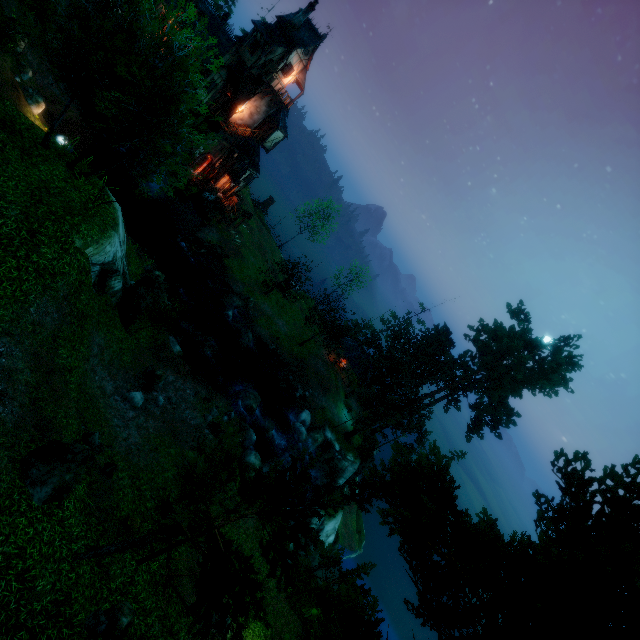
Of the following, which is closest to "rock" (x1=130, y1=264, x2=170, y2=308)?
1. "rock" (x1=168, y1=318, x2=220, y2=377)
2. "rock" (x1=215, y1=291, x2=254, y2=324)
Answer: "rock" (x1=168, y1=318, x2=220, y2=377)

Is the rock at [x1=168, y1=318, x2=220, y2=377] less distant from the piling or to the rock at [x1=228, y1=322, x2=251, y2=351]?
the rock at [x1=228, y1=322, x2=251, y2=351]

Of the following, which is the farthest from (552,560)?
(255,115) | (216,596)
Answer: (255,115)

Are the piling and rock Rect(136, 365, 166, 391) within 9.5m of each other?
no

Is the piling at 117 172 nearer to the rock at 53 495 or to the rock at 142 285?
the rock at 142 285

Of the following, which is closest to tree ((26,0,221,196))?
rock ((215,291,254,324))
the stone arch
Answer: rock ((215,291,254,324))

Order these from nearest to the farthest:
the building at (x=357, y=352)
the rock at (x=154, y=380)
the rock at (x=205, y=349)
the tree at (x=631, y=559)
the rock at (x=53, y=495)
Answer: the tree at (x=631, y=559)
the rock at (x=53, y=495)
the rock at (x=154, y=380)
the rock at (x=205, y=349)
the building at (x=357, y=352)

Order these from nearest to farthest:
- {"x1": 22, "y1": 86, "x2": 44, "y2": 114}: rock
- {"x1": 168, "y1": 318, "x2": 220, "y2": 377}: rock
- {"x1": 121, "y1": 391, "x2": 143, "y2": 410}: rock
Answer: {"x1": 121, "y1": 391, "x2": 143, "y2": 410}: rock
{"x1": 22, "y1": 86, "x2": 44, "y2": 114}: rock
{"x1": 168, "y1": 318, "x2": 220, "y2": 377}: rock
